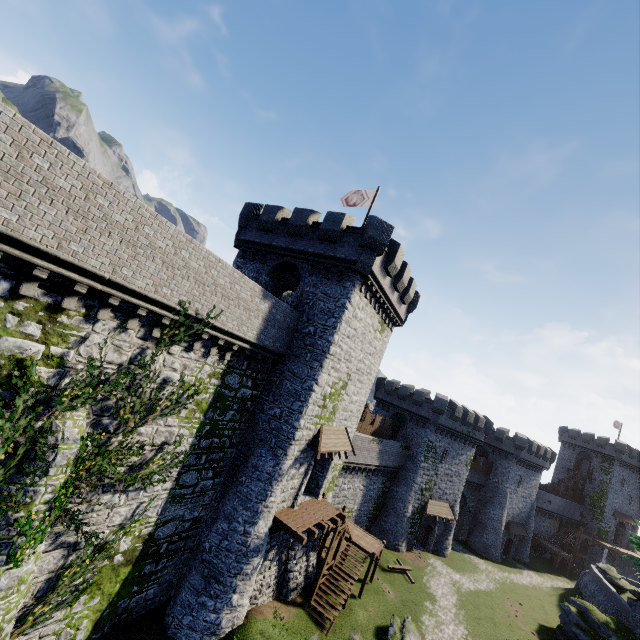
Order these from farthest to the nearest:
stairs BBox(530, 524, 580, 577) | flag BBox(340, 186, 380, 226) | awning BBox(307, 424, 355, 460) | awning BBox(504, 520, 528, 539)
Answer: stairs BBox(530, 524, 580, 577), awning BBox(504, 520, 528, 539), flag BBox(340, 186, 380, 226), awning BBox(307, 424, 355, 460)

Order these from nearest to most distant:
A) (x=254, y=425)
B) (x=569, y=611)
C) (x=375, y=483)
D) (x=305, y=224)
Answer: (x=254, y=425) → (x=305, y=224) → (x=569, y=611) → (x=375, y=483)

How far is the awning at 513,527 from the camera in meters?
45.7 m

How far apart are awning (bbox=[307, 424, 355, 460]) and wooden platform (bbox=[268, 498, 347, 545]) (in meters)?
3.09

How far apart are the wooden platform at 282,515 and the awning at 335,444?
3.1m

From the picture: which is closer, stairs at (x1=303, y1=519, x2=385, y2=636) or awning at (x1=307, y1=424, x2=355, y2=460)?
awning at (x1=307, y1=424, x2=355, y2=460)

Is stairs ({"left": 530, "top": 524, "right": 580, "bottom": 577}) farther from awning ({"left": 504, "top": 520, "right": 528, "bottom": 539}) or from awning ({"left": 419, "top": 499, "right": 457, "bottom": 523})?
awning ({"left": 419, "top": 499, "right": 457, "bottom": 523})

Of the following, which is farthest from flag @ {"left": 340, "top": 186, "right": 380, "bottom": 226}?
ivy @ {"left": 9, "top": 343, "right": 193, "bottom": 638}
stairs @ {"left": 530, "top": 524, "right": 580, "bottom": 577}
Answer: stairs @ {"left": 530, "top": 524, "right": 580, "bottom": 577}
